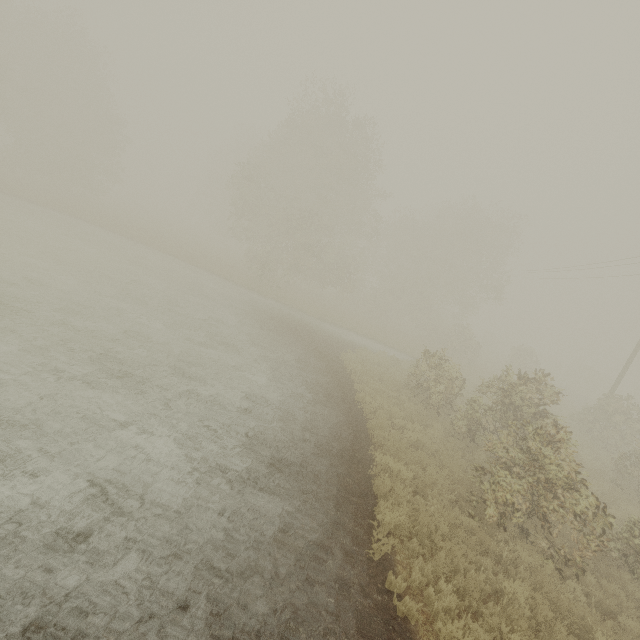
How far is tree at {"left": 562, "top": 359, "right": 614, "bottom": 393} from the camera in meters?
45.7

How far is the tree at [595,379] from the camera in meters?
45.7 m

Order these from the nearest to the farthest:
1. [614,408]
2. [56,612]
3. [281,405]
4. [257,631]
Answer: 1. [56,612]
2. [257,631]
3. [281,405]
4. [614,408]
